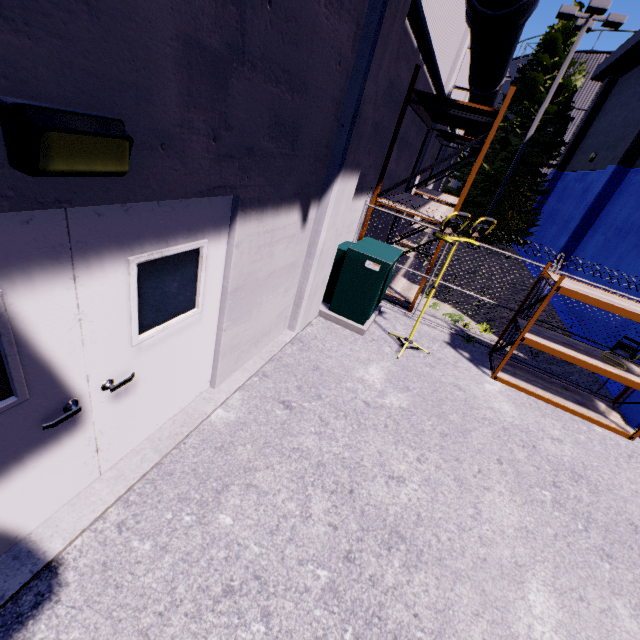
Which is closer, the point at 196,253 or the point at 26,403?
the point at 26,403

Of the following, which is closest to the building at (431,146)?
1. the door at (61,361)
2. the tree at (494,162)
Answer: the door at (61,361)

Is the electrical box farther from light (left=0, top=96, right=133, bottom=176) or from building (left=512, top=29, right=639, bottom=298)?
light (left=0, top=96, right=133, bottom=176)

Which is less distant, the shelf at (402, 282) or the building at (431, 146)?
the shelf at (402, 282)

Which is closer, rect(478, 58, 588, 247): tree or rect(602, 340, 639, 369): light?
rect(602, 340, 639, 369): light

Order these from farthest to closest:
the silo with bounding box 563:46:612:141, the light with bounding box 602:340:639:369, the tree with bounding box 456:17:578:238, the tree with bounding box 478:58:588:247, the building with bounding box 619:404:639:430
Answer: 1. the silo with bounding box 563:46:612:141
2. the tree with bounding box 456:17:578:238
3. the tree with bounding box 478:58:588:247
4. the building with bounding box 619:404:639:430
5. the light with bounding box 602:340:639:369

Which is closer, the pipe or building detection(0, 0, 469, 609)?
building detection(0, 0, 469, 609)

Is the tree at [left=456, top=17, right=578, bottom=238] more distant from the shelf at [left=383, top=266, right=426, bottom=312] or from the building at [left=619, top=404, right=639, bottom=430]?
the shelf at [left=383, top=266, right=426, bottom=312]
